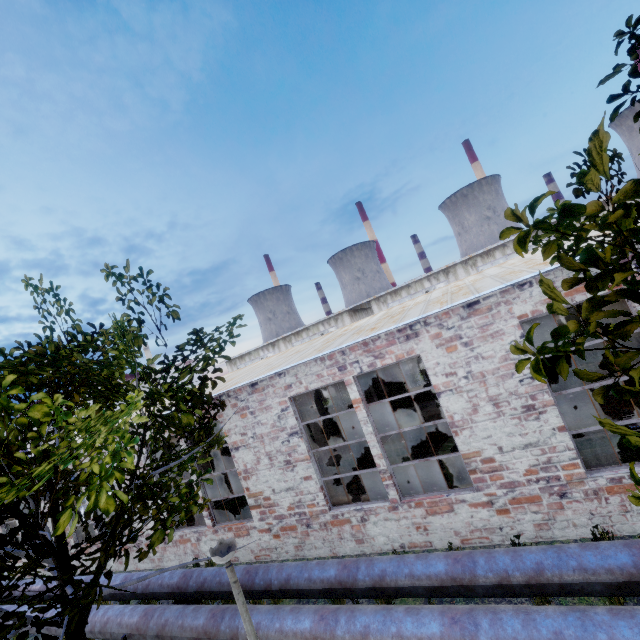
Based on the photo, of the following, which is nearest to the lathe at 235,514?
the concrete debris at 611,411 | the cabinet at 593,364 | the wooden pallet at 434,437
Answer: the wooden pallet at 434,437

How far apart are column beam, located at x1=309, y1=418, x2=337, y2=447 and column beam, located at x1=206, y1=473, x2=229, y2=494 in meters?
5.3 m

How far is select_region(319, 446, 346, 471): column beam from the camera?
11.58m

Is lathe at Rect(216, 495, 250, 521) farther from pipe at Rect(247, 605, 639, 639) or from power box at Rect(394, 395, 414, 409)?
power box at Rect(394, 395, 414, 409)

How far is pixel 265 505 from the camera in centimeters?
920cm

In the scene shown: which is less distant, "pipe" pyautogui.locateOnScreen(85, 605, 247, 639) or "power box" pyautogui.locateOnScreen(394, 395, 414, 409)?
"pipe" pyautogui.locateOnScreen(85, 605, 247, 639)

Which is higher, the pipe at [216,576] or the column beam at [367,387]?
the column beam at [367,387]

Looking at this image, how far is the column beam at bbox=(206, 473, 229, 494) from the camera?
14.0m
